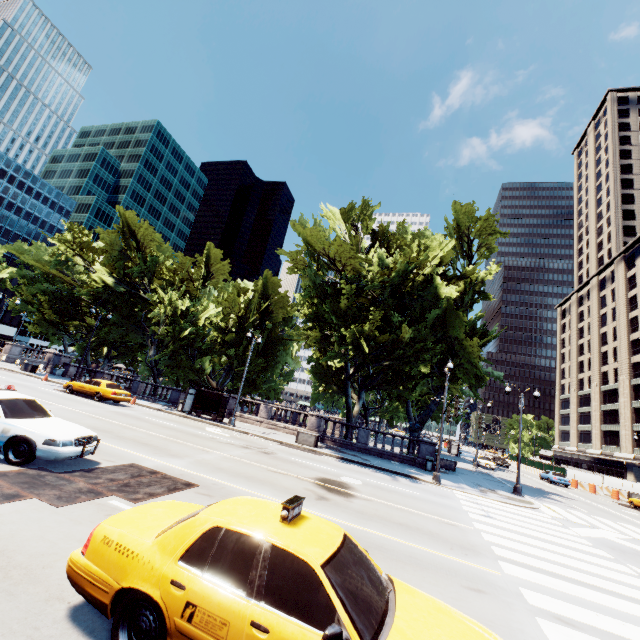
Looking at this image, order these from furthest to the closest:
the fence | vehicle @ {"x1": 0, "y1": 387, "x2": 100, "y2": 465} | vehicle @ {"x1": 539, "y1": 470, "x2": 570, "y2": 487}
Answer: the fence, vehicle @ {"x1": 539, "y1": 470, "x2": 570, "y2": 487}, vehicle @ {"x1": 0, "y1": 387, "x2": 100, "y2": 465}

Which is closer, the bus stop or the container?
the container

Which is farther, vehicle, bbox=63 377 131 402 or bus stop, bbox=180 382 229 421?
bus stop, bbox=180 382 229 421

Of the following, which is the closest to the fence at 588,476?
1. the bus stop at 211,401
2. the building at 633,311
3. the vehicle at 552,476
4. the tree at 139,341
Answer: the vehicle at 552,476

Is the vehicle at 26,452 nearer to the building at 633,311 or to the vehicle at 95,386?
the vehicle at 95,386

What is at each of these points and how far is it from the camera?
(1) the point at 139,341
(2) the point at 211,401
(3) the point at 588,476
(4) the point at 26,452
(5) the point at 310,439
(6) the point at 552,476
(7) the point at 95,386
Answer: (1) tree, 36.2m
(2) bus stop, 26.5m
(3) fence, 40.8m
(4) vehicle, 7.9m
(5) container, 22.8m
(6) vehicle, 38.3m
(7) vehicle, 23.4m

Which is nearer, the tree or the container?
the container

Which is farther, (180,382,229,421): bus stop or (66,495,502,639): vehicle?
(180,382,229,421): bus stop
